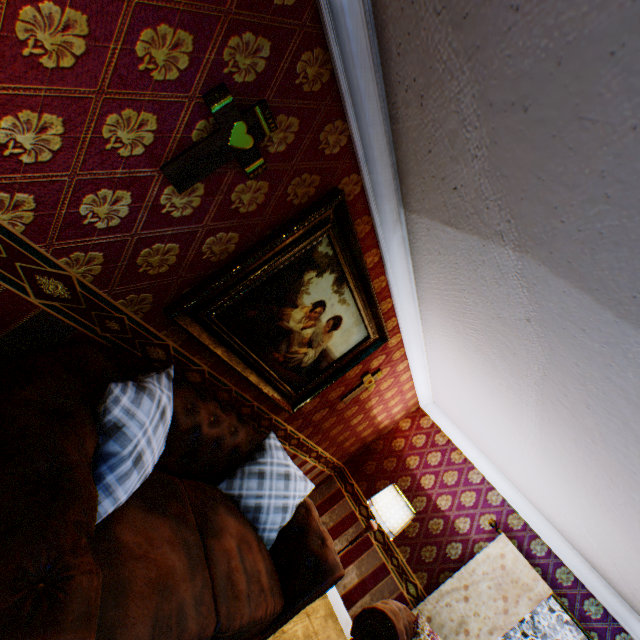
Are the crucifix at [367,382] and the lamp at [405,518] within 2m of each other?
yes

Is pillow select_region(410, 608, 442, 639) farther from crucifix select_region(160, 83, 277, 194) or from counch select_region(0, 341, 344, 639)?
crucifix select_region(160, 83, 277, 194)

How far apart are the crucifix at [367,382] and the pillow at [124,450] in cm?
243

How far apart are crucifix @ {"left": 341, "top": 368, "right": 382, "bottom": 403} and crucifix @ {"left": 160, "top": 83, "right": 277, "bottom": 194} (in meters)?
2.78

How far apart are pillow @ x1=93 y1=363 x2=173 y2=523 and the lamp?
3.17m

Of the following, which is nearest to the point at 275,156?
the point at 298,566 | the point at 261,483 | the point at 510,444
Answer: the point at 261,483

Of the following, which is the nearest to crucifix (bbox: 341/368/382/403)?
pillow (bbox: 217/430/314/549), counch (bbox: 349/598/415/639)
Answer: pillow (bbox: 217/430/314/549)

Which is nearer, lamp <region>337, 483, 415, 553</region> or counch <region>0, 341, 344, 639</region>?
counch <region>0, 341, 344, 639</region>
